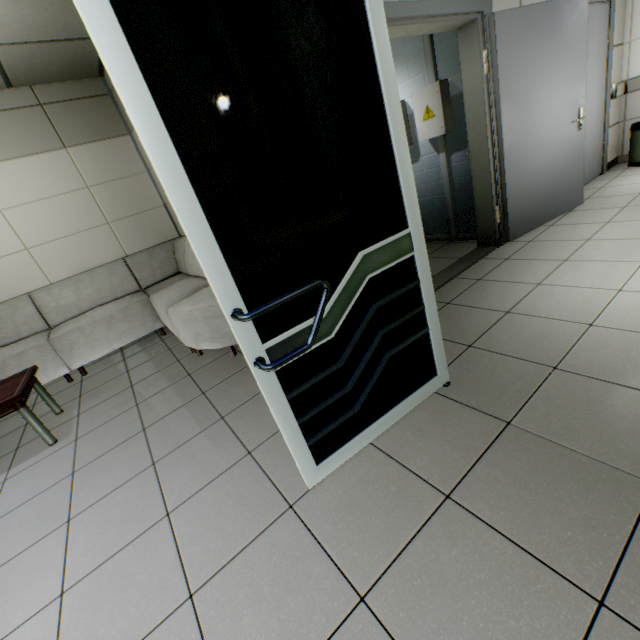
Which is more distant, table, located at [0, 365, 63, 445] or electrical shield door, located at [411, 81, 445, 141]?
electrical shield door, located at [411, 81, 445, 141]

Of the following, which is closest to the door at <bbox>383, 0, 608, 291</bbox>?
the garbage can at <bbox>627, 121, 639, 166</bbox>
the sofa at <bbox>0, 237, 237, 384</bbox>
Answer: the sofa at <bbox>0, 237, 237, 384</bbox>

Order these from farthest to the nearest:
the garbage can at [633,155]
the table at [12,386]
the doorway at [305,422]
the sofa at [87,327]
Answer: the garbage can at [633,155], the sofa at [87,327], the table at [12,386], the doorway at [305,422]

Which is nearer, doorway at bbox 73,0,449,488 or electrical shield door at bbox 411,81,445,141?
doorway at bbox 73,0,449,488

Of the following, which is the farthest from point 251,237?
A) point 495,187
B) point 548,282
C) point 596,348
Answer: point 495,187

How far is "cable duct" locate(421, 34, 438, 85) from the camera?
3.3m

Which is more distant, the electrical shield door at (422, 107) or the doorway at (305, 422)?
the electrical shield door at (422, 107)

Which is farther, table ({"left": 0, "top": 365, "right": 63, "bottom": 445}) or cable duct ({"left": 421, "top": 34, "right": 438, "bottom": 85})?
cable duct ({"left": 421, "top": 34, "right": 438, "bottom": 85})
